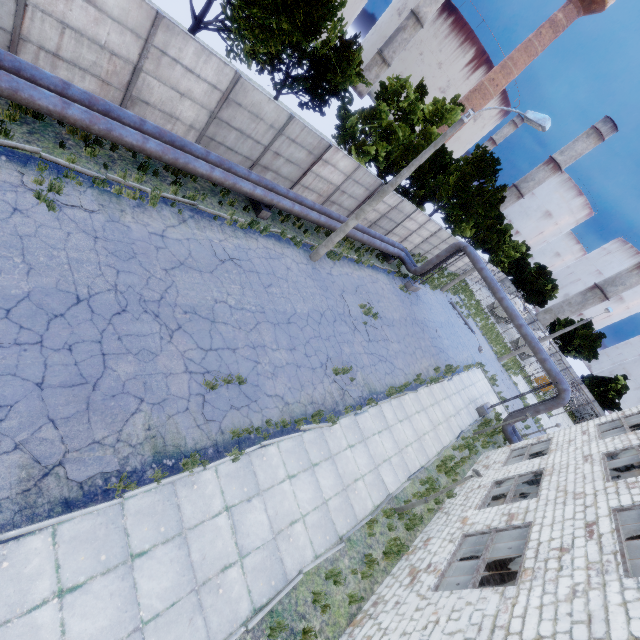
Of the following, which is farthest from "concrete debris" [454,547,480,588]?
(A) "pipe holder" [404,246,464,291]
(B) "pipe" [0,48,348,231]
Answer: (A) "pipe holder" [404,246,464,291]

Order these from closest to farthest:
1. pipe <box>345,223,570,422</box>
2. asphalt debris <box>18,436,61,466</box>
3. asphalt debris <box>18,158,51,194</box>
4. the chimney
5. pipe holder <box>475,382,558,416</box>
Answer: asphalt debris <box>18,436,61,466</box>
asphalt debris <box>18,158,51,194</box>
pipe <box>345,223,570,422</box>
pipe holder <box>475,382,558,416</box>
the chimney

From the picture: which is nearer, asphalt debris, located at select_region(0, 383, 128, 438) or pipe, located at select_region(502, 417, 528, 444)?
asphalt debris, located at select_region(0, 383, 128, 438)

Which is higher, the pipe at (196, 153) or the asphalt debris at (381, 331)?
the pipe at (196, 153)

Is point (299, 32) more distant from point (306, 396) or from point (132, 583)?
point (132, 583)

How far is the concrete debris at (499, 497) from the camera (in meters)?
15.41

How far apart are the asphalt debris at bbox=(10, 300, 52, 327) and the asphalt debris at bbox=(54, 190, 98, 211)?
3.2 meters

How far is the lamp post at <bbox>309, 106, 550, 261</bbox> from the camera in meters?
10.5
